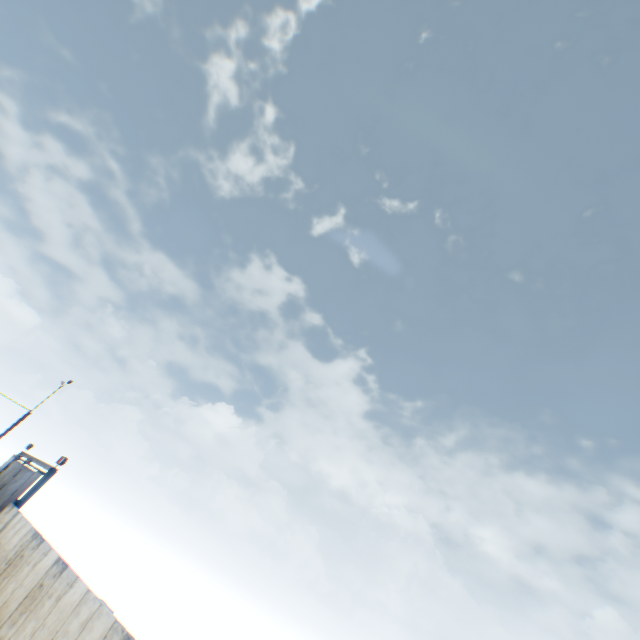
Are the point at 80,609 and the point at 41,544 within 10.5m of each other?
yes
